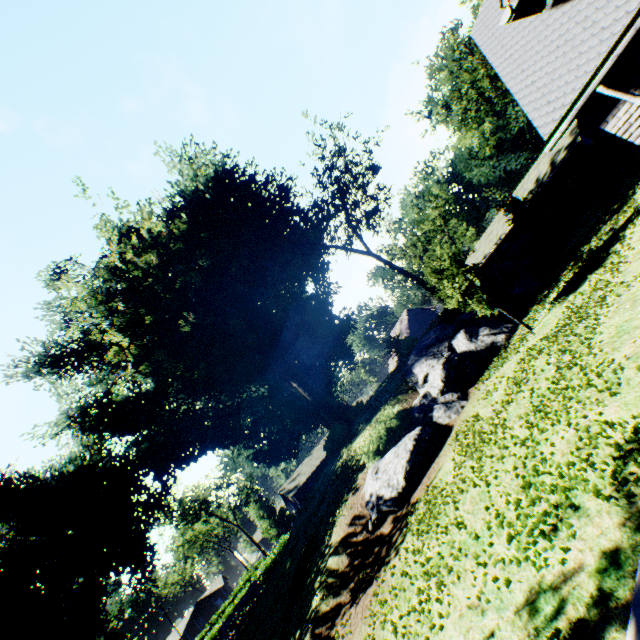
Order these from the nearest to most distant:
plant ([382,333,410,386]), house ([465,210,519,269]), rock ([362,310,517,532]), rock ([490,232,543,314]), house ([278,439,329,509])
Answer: rock ([362,310,517,532]) → rock ([490,232,543,314]) → plant ([382,333,410,386]) → house ([465,210,519,269]) → house ([278,439,329,509])

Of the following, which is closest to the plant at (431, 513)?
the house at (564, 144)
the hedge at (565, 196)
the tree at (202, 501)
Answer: the hedge at (565, 196)

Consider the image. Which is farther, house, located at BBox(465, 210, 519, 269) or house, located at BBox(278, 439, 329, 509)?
house, located at BBox(278, 439, 329, 509)

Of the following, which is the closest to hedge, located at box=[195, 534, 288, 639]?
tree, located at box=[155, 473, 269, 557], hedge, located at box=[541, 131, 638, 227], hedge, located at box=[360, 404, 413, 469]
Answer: tree, located at box=[155, 473, 269, 557]

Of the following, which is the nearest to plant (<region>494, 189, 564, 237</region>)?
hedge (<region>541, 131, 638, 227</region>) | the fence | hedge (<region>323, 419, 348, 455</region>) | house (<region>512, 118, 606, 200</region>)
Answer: the fence

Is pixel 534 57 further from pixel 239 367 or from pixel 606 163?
pixel 239 367

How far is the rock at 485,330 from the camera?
11.59m

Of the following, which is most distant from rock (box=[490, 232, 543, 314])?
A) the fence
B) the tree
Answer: the tree
